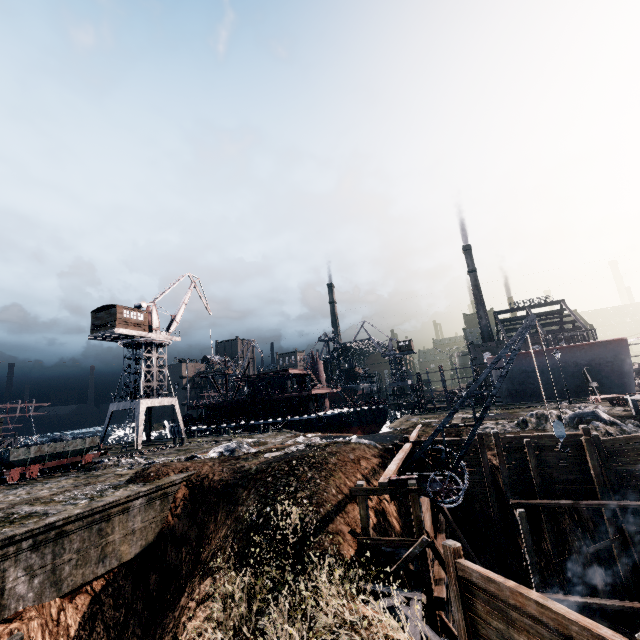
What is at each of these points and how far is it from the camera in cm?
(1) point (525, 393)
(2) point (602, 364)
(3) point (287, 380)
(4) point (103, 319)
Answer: (1) ship construction, 4425
(2) ship construction, 4012
(3) ship, 5062
(4) building, 3997

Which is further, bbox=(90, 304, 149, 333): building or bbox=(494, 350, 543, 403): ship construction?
bbox=(494, 350, 543, 403): ship construction

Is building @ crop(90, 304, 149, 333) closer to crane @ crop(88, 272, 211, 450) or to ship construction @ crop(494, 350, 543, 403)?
crane @ crop(88, 272, 211, 450)

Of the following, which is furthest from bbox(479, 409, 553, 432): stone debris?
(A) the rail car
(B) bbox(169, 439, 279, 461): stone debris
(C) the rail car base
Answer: (A) the rail car

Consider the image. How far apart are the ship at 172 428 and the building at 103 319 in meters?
19.0 m

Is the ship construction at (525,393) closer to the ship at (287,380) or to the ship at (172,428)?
the ship at (287,380)

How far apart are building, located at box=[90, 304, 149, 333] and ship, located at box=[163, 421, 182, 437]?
19.0m

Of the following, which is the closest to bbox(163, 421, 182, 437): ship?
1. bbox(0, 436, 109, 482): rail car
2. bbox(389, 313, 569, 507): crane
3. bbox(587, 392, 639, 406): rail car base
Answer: bbox(0, 436, 109, 482): rail car
